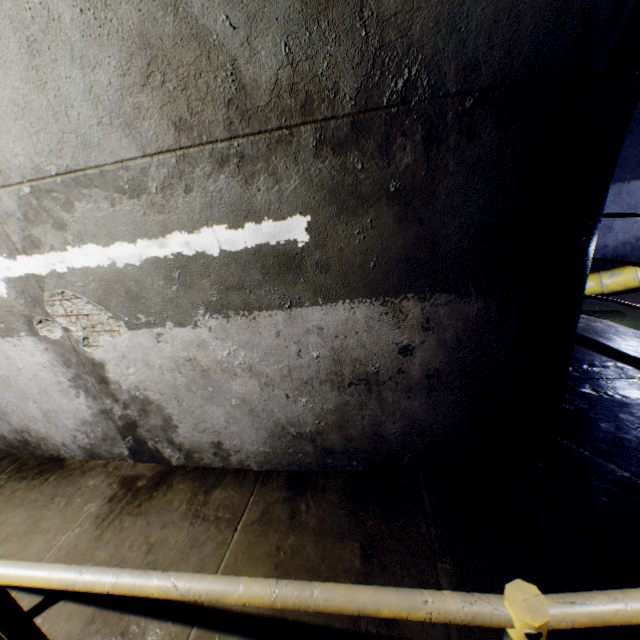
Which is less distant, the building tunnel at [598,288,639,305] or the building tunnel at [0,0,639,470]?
the building tunnel at [0,0,639,470]

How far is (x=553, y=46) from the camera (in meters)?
1.26

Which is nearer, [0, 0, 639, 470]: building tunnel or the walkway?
the walkway

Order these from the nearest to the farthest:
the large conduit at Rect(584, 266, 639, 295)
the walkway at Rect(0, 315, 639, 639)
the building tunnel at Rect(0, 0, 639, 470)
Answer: the walkway at Rect(0, 315, 639, 639) < the building tunnel at Rect(0, 0, 639, 470) < the large conduit at Rect(584, 266, 639, 295)

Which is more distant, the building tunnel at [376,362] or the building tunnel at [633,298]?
the building tunnel at [633,298]

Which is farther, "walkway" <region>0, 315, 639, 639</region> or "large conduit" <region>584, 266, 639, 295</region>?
"large conduit" <region>584, 266, 639, 295</region>

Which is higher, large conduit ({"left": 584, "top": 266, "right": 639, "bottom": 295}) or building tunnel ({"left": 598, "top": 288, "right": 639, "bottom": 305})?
large conduit ({"left": 584, "top": 266, "right": 639, "bottom": 295})

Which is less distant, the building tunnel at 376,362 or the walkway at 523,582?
the walkway at 523,582
